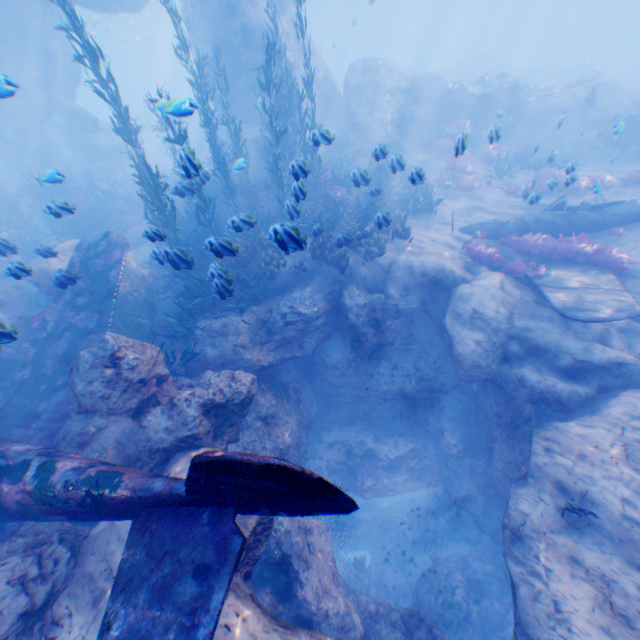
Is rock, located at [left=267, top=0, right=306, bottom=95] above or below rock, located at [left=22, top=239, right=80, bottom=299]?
above

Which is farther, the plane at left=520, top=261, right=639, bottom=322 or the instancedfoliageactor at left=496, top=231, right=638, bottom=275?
the instancedfoliageactor at left=496, top=231, right=638, bottom=275

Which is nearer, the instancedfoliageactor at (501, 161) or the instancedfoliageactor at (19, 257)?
the instancedfoliageactor at (19, 257)

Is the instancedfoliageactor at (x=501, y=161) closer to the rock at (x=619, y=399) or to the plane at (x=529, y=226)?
the rock at (x=619, y=399)

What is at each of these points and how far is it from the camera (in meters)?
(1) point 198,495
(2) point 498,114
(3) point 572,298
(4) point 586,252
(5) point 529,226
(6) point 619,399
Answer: (1) plane, 3.85
(2) rock, 15.16
(3) plane, 8.45
(4) instancedfoliageactor, 10.64
(5) plane, 12.25
(6) rock, 7.65

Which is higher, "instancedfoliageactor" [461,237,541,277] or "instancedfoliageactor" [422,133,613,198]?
"instancedfoliageactor" [422,133,613,198]

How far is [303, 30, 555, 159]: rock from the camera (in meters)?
20.33

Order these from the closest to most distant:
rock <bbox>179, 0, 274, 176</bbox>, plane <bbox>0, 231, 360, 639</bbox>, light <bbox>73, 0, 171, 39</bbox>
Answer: plane <bbox>0, 231, 360, 639</bbox> → rock <bbox>179, 0, 274, 176</bbox> → light <bbox>73, 0, 171, 39</bbox>
